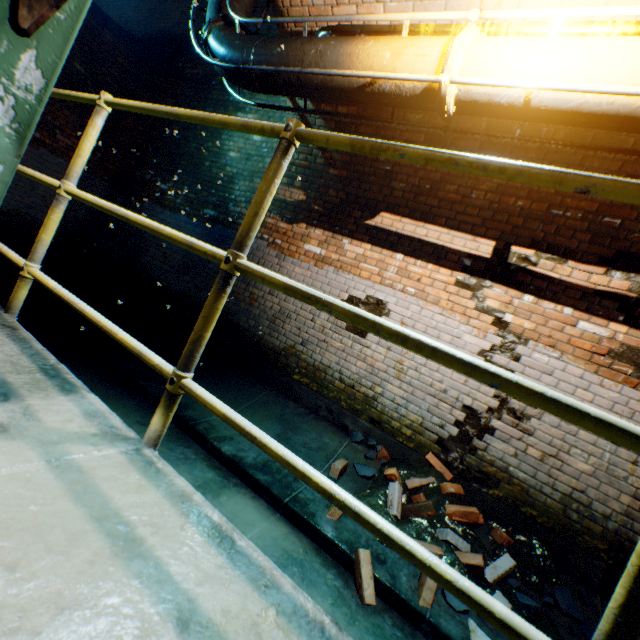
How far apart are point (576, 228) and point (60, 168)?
8.6m

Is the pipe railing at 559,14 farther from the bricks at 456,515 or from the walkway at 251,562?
the bricks at 456,515

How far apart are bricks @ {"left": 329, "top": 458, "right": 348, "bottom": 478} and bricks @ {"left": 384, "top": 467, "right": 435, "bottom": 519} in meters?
0.5

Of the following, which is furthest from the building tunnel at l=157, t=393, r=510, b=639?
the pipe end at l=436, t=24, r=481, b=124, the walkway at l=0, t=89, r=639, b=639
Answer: the pipe end at l=436, t=24, r=481, b=124

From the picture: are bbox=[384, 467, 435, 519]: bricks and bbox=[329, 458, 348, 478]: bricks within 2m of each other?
yes

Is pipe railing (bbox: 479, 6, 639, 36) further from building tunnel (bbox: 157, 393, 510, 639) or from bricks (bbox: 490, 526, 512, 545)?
bricks (bbox: 490, 526, 512, 545)

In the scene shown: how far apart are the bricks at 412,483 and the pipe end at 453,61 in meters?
3.2 m

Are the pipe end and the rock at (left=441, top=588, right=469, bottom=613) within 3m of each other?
no
